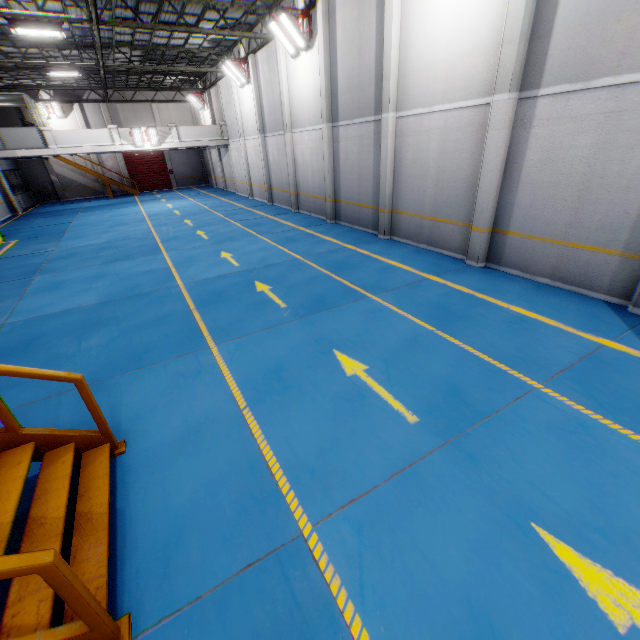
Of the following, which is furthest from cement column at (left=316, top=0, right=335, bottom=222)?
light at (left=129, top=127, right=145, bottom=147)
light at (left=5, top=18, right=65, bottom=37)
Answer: light at (left=129, top=127, right=145, bottom=147)

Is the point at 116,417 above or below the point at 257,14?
below

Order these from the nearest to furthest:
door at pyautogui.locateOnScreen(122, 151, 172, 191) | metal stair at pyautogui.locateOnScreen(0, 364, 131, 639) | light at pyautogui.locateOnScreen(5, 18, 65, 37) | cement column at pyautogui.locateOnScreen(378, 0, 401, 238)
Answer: metal stair at pyautogui.locateOnScreen(0, 364, 131, 639), cement column at pyautogui.locateOnScreen(378, 0, 401, 238), light at pyautogui.locateOnScreen(5, 18, 65, 37), door at pyautogui.locateOnScreen(122, 151, 172, 191)

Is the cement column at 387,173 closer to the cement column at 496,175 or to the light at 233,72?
the cement column at 496,175

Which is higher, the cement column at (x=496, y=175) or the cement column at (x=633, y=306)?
the cement column at (x=496, y=175)

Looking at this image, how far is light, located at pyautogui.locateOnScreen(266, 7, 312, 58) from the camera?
12.6 meters

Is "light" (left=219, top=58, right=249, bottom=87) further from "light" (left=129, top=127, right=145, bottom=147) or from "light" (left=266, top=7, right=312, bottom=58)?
"light" (left=129, top=127, right=145, bottom=147)

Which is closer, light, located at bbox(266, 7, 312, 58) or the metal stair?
the metal stair
